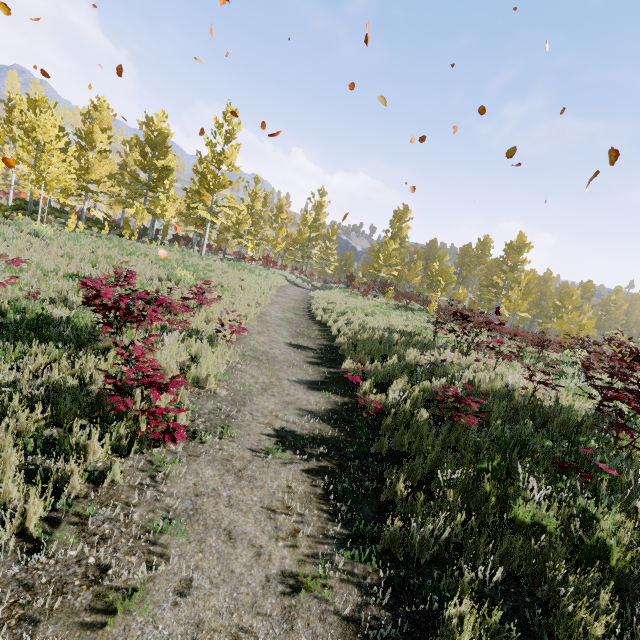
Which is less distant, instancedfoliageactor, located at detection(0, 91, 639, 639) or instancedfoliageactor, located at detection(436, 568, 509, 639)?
instancedfoliageactor, located at detection(436, 568, 509, 639)

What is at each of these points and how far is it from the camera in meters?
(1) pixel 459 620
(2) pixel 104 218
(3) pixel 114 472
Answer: (1) instancedfoliageactor, 2.7
(2) instancedfoliageactor, 38.8
(3) instancedfoliageactor, 3.4

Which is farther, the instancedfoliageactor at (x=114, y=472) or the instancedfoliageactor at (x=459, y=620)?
the instancedfoliageactor at (x=114, y=472)

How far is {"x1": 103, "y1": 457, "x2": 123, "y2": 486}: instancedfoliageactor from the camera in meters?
3.3 m

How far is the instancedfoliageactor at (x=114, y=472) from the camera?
3.29m

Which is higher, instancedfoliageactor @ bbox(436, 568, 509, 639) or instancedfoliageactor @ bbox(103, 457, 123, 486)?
instancedfoliageactor @ bbox(436, 568, 509, 639)
